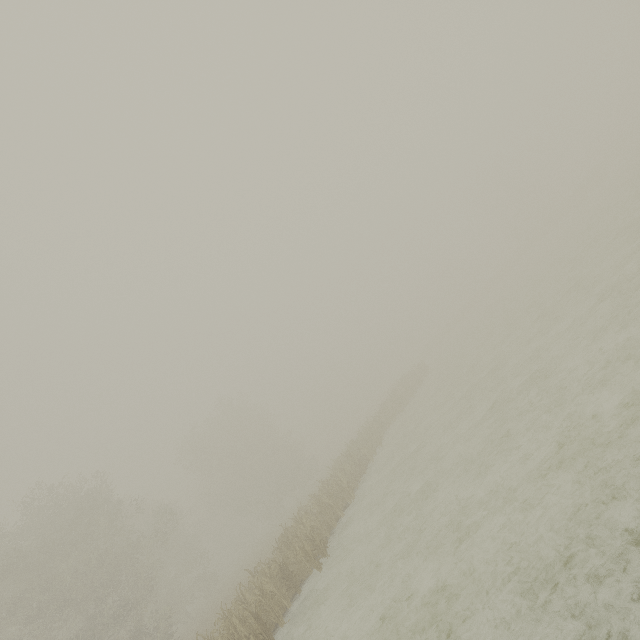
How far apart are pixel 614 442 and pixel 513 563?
2.9m
